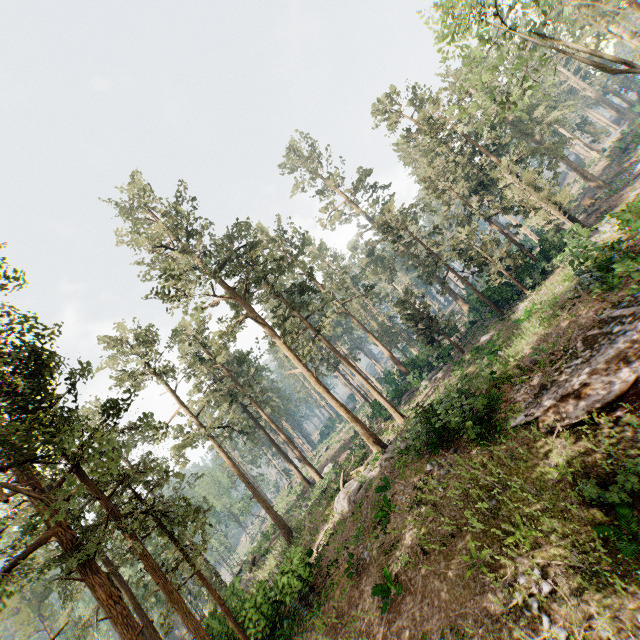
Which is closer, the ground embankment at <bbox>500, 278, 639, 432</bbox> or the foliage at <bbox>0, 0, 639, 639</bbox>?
the ground embankment at <bbox>500, 278, 639, 432</bbox>

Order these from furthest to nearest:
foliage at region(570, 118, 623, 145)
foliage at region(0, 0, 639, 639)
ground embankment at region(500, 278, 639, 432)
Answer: foliage at region(570, 118, 623, 145)
foliage at region(0, 0, 639, 639)
ground embankment at region(500, 278, 639, 432)

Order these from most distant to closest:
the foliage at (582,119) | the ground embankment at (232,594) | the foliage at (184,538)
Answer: the foliage at (582,119) < the ground embankment at (232,594) < the foliage at (184,538)

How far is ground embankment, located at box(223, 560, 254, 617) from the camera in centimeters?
2365cm

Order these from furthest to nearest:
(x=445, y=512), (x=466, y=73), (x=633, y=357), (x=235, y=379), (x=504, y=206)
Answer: (x=235, y=379) → (x=504, y=206) → (x=466, y=73) → (x=445, y=512) → (x=633, y=357)

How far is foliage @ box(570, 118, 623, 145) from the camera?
57.4m

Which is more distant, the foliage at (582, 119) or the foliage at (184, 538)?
the foliage at (582, 119)

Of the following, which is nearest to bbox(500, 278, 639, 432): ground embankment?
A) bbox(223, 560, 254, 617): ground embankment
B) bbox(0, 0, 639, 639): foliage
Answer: bbox(0, 0, 639, 639): foliage
